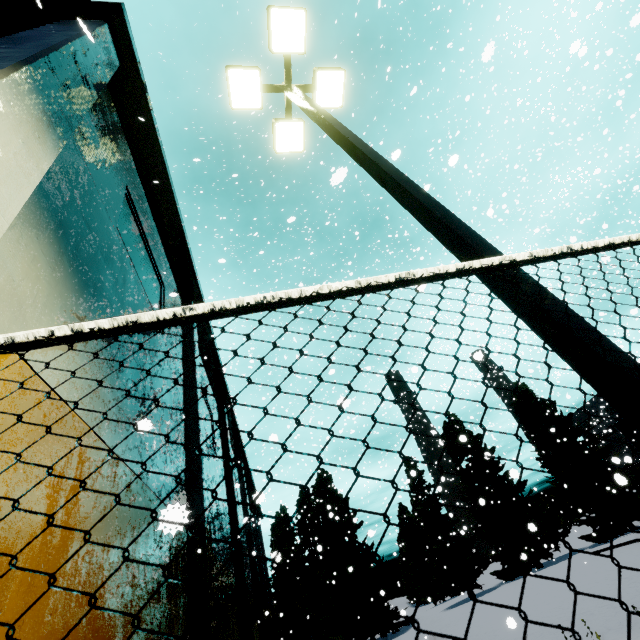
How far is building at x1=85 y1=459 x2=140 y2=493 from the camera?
4.7m

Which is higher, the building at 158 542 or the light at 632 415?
the building at 158 542

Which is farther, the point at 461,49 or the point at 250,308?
the point at 461,49

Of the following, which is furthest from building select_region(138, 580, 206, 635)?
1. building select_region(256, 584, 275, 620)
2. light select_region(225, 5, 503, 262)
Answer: building select_region(256, 584, 275, 620)

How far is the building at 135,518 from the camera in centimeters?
460cm

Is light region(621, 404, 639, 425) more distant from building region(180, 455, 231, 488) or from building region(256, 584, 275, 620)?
building region(256, 584, 275, 620)

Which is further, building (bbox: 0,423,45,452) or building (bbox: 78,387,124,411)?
building (bbox: 78,387,124,411)

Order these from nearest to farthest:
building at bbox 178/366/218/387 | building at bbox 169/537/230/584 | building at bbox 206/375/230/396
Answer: building at bbox 169/537/230/584 → building at bbox 178/366/218/387 → building at bbox 206/375/230/396
